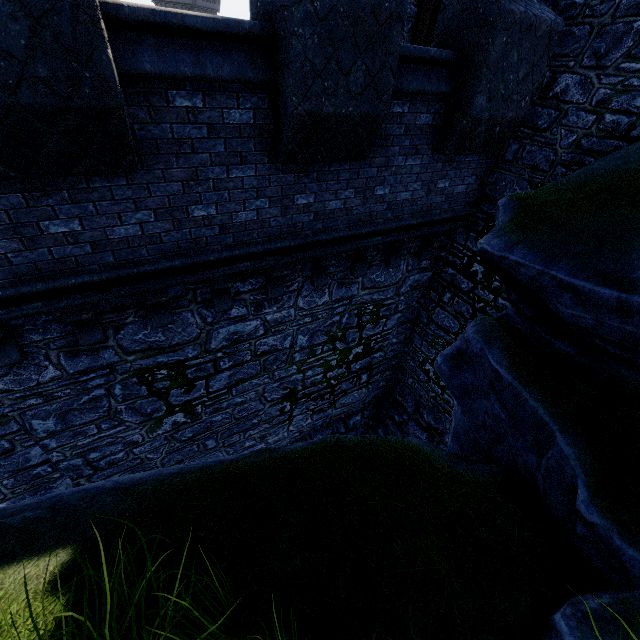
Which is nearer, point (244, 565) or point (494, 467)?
point (244, 565)

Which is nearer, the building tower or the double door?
the building tower

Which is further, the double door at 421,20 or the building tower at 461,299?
the double door at 421,20
